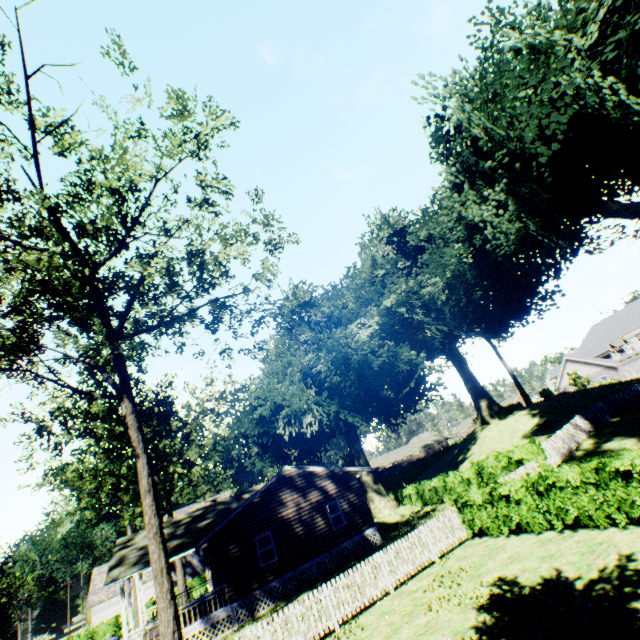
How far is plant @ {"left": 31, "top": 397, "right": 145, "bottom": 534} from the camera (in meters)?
32.88

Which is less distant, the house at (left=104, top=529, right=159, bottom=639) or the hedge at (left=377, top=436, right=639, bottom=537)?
the hedge at (left=377, top=436, right=639, bottom=537)

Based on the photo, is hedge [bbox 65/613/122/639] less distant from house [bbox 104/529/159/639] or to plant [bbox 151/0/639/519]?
plant [bbox 151/0/639/519]

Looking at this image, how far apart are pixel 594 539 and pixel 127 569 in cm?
2117

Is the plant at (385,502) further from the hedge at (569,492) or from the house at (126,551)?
the house at (126,551)

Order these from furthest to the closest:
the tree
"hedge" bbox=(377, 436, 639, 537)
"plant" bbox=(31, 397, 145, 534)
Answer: "plant" bbox=(31, 397, 145, 534)
the tree
"hedge" bbox=(377, 436, 639, 537)

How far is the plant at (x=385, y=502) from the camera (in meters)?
31.48
